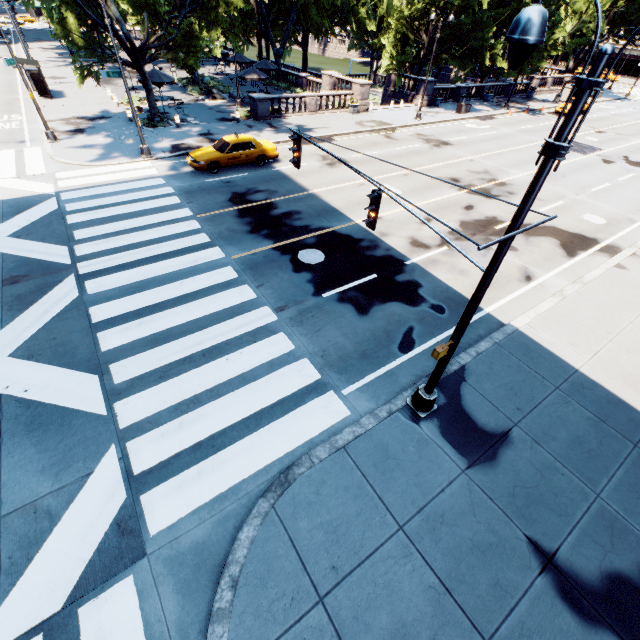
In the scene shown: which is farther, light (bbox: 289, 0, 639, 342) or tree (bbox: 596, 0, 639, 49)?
tree (bbox: 596, 0, 639, 49)

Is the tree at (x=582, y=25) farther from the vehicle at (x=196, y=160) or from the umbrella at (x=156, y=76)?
the vehicle at (x=196, y=160)

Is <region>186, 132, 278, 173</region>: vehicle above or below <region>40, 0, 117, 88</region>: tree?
below

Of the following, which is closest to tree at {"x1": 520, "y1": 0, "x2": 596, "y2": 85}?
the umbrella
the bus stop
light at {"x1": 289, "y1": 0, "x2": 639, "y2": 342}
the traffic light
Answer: the umbrella

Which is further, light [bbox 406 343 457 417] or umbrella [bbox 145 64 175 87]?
umbrella [bbox 145 64 175 87]

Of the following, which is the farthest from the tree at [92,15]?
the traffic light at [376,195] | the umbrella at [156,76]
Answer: the traffic light at [376,195]

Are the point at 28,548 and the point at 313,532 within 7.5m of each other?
yes

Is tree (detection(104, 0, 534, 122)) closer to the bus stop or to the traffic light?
the bus stop
